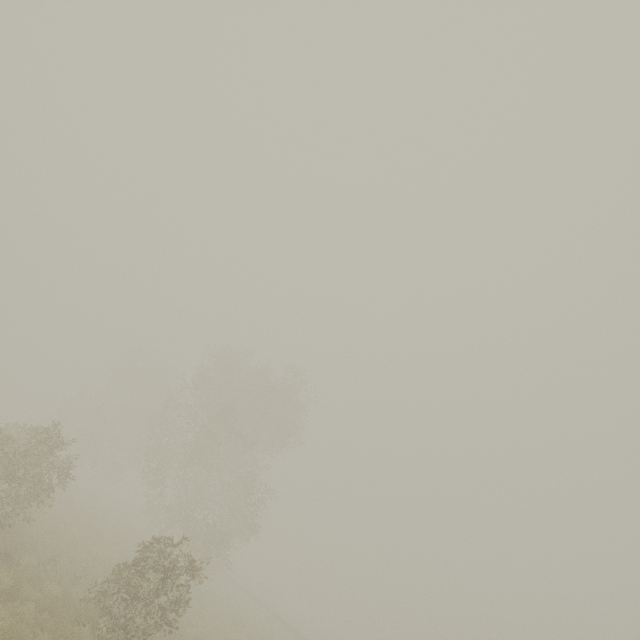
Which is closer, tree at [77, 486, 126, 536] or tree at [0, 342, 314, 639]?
tree at [0, 342, 314, 639]

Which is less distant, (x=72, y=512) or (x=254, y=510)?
(x=72, y=512)

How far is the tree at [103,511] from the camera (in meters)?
23.79

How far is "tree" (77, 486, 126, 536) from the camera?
23.8 meters

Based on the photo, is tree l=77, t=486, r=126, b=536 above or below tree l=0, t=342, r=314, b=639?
below

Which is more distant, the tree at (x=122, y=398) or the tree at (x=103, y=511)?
the tree at (x=103, y=511)
